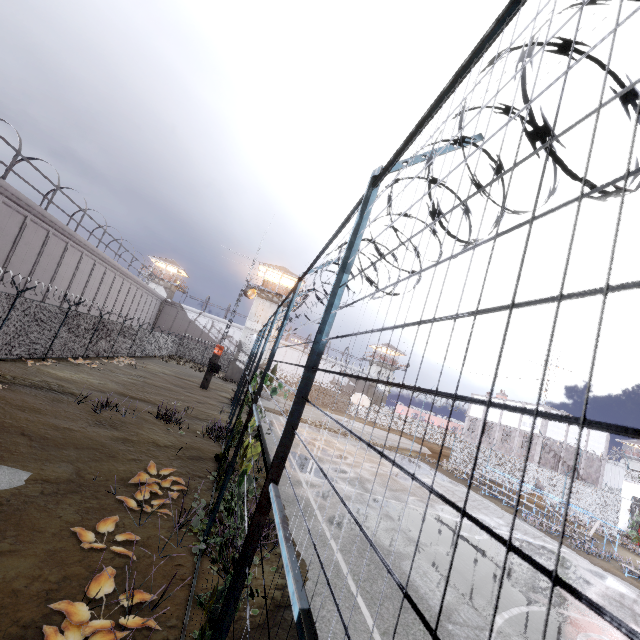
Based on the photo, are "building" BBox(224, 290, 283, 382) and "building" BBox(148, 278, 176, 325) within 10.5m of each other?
no

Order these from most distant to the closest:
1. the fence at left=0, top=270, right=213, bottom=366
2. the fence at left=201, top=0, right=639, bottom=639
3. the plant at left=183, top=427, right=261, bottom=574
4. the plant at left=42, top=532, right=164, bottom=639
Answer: the fence at left=0, top=270, right=213, bottom=366 < the plant at left=183, top=427, right=261, bottom=574 < the plant at left=42, top=532, right=164, bottom=639 < the fence at left=201, top=0, right=639, bottom=639

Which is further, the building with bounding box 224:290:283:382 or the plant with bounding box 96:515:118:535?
the building with bounding box 224:290:283:382

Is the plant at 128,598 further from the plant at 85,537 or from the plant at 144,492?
the plant at 144,492

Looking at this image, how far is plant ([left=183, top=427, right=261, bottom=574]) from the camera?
4.62m

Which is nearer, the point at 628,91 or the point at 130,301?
the point at 628,91

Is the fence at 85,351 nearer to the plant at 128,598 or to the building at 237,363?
the plant at 128,598

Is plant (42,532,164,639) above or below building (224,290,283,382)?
A: below
